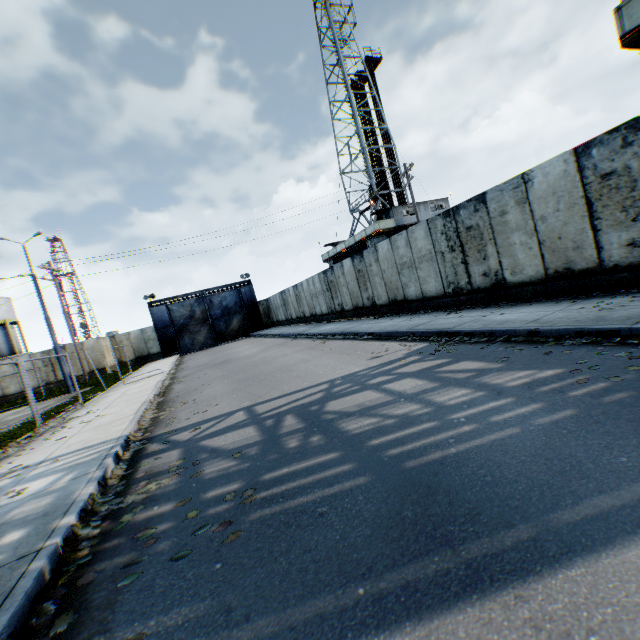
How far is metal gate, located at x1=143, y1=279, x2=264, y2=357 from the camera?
33.75m

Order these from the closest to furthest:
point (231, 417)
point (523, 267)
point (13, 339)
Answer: point (231, 417) → point (523, 267) → point (13, 339)

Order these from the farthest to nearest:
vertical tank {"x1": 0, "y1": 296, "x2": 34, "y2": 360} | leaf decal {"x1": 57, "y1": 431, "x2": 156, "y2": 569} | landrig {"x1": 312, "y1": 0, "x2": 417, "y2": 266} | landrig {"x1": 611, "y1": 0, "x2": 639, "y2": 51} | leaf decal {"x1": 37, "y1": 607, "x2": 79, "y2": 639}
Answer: vertical tank {"x1": 0, "y1": 296, "x2": 34, "y2": 360}, landrig {"x1": 312, "y1": 0, "x2": 417, "y2": 266}, landrig {"x1": 611, "y1": 0, "x2": 639, "y2": 51}, leaf decal {"x1": 57, "y1": 431, "x2": 156, "y2": 569}, leaf decal {"x1": 37, "y1": 607, "x2": 79, "y2": 639}

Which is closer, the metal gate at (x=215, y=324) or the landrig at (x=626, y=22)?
the landrig at (x=626, y=22)

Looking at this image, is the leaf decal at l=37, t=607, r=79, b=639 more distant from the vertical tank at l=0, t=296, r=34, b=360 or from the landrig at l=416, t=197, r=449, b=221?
the vertical tank at l=0, t=296, r=34, b=360

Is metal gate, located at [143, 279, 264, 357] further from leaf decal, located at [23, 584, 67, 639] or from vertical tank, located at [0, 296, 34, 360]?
leaf decal, located at [23, 584, 67, 639]

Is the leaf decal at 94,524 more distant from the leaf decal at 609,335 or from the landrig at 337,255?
the landrig at 337,255

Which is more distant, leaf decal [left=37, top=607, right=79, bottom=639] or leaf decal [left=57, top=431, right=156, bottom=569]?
leaf decal [left=57, top=431, right=156, bottom=569]
